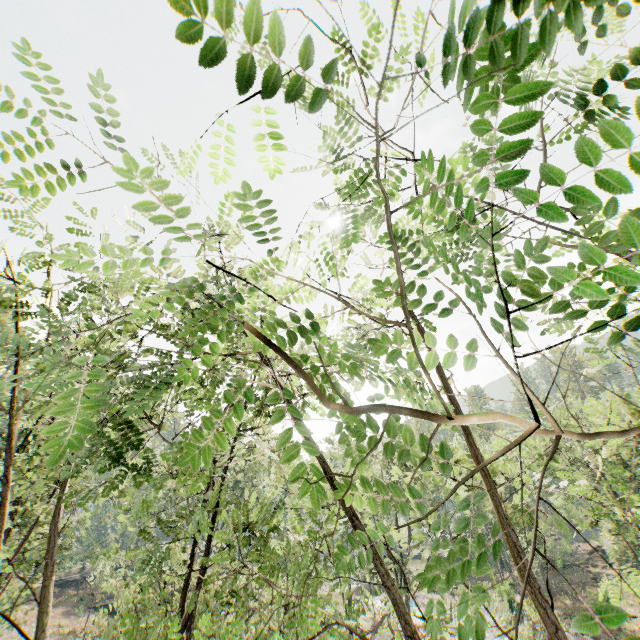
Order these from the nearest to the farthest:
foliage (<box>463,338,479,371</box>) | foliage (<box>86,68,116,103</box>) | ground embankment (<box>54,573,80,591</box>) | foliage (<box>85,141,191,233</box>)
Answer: foliage (<box>85,141,191,233</box>) → foliage (<box>463,338,479,371</box>) → foliage (<box>86,68,116,103</box>) → ground embankment (<box>54,573,80,591</box>)

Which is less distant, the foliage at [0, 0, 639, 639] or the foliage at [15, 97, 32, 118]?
the foliage at [0, 0, 639, 639]

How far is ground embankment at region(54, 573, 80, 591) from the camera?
43.4m

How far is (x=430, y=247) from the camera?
1.6m

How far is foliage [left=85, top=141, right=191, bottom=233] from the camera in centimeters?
71cm

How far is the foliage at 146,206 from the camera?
0.71m

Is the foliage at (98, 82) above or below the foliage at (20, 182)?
above
